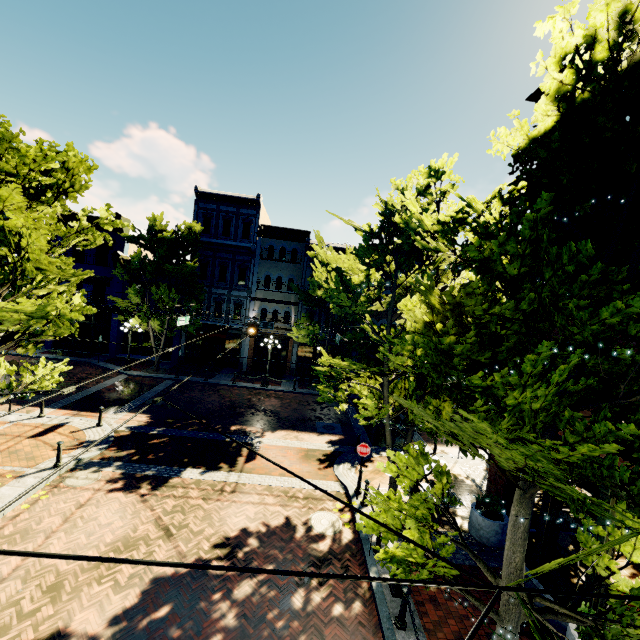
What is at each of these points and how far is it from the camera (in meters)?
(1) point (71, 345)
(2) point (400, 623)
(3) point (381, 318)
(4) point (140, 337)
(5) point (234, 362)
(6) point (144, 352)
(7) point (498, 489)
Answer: (1) building, 26.11
(2) post, 6.82
(3) building, 27.56
(4) building, 27.34
(5) building, 27.12
(6) building, 27.50
(7) building, 10.21

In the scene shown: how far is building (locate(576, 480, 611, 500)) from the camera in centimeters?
687cm

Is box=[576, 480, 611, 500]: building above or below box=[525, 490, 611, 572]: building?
above

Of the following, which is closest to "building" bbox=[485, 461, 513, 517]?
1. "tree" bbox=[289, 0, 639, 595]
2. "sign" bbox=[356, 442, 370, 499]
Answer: "tree" bbox=[289, 0, 639, 595]

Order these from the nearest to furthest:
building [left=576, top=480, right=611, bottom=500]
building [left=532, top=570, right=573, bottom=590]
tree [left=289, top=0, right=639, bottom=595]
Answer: tree [left=289, top=0, right=639, bottom=595] → building [left=576, top=480, right=611, bottom=500] → building [left=532, top=570, right=573, bottom=590]

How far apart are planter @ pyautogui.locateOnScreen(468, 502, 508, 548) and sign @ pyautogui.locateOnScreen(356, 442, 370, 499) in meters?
3.5 m

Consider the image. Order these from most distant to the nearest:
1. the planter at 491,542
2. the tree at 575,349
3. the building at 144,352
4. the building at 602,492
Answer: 1. the building at 144,352
2. the planter at 491,542
3. the building at 602,492
4. the tree at 575,349

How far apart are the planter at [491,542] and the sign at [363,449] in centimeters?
347cm
